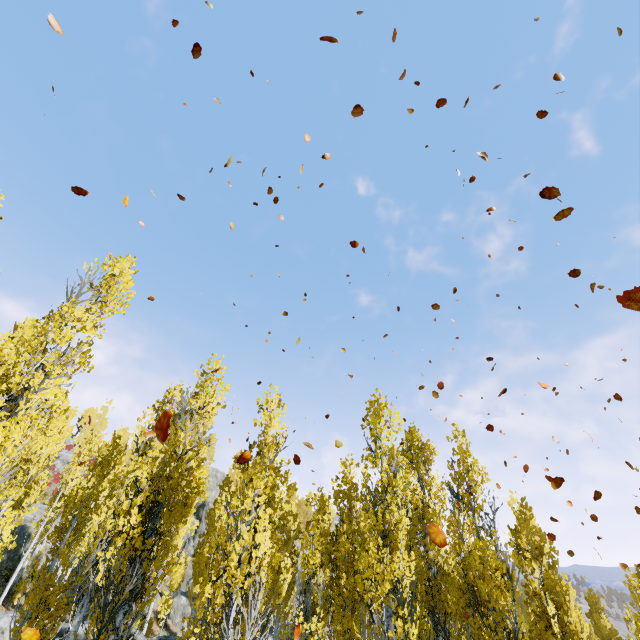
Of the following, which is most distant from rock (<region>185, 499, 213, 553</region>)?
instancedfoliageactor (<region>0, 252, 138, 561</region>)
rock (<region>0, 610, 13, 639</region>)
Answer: rock (<region>0, 610, 13, 639</region>)

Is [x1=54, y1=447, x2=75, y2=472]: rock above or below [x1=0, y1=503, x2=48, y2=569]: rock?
→ above

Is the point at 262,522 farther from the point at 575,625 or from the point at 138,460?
the point at 575,625

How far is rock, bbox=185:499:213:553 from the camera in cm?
4411

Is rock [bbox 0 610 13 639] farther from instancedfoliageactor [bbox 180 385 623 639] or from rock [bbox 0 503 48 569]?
rock [bbox 0 503 48 569]

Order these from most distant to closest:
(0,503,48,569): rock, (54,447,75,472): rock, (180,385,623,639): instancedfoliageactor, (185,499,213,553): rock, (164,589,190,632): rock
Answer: (54,447,75,472): rock < (185,499,213,553): rock < (164,589,190,632): rock < (0,503,48,569): rock < (180,385,623,639): instancedfoliageactor

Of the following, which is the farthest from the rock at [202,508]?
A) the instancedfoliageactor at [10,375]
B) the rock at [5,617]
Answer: the rock at [5,617]

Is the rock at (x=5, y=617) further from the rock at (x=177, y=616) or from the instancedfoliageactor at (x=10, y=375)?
the rock at (x=177, y=616)
